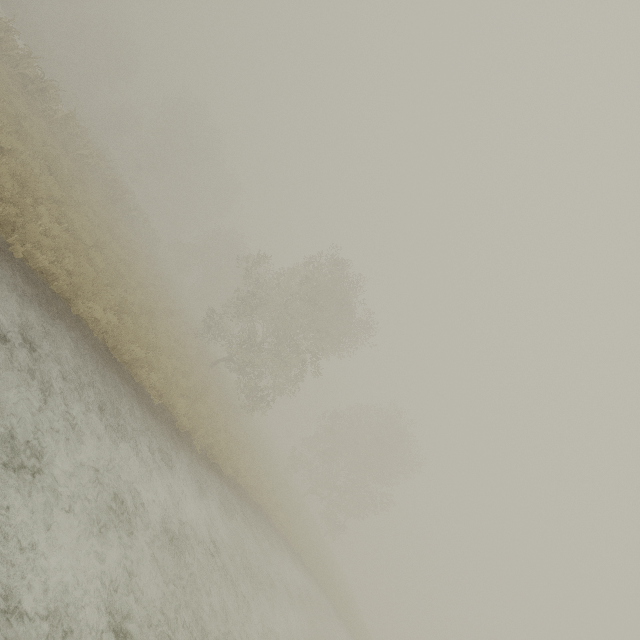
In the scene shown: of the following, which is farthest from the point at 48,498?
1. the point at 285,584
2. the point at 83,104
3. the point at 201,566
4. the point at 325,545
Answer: the point at 83,104
